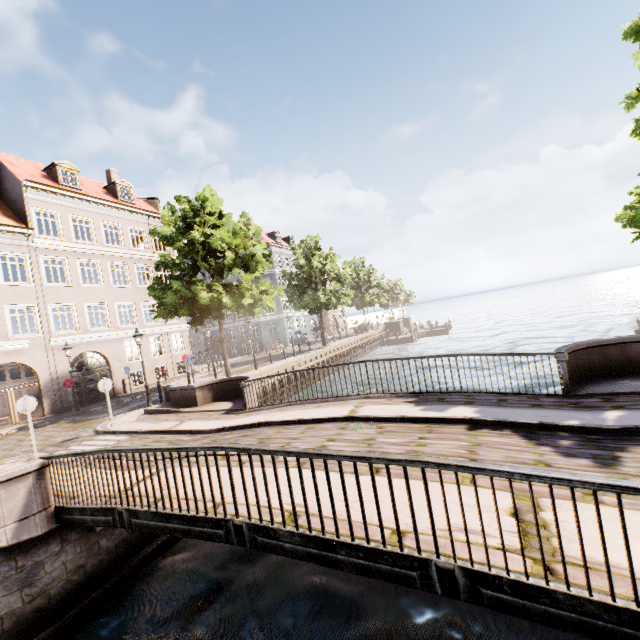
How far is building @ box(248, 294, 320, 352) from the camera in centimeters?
4159cm

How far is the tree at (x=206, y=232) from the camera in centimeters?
1664cm

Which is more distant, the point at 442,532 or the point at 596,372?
the point at 596,372

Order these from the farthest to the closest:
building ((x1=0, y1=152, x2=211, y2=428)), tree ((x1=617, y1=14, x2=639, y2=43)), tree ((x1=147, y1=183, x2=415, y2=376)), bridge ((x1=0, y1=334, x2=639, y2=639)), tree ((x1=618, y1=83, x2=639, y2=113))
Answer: building ((x1=0, y1=152, x2=211, y2=428)), tree ((x1=147, y1=183, x2=415, y2=376)), tree ((x1=618, y1=83, x2=639, y2=113)), tree ((x1=617, y1=14, x2=639, y2=43)), bridge ((x1=0, y1=334, x2=639, y2=639))

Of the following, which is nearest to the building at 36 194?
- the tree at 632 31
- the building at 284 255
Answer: the tree at 632 31

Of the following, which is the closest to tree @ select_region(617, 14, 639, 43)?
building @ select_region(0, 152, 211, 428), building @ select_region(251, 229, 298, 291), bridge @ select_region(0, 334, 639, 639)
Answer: bridge @ select_region(0, 334, 639, 639)

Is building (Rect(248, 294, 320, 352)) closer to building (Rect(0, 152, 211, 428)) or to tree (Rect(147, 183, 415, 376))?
tree (Rect(147, 183, 415, 376))

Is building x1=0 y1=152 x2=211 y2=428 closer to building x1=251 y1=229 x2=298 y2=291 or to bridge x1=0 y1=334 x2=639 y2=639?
bridge x1=0 y1=334 x2=639 y2=639
